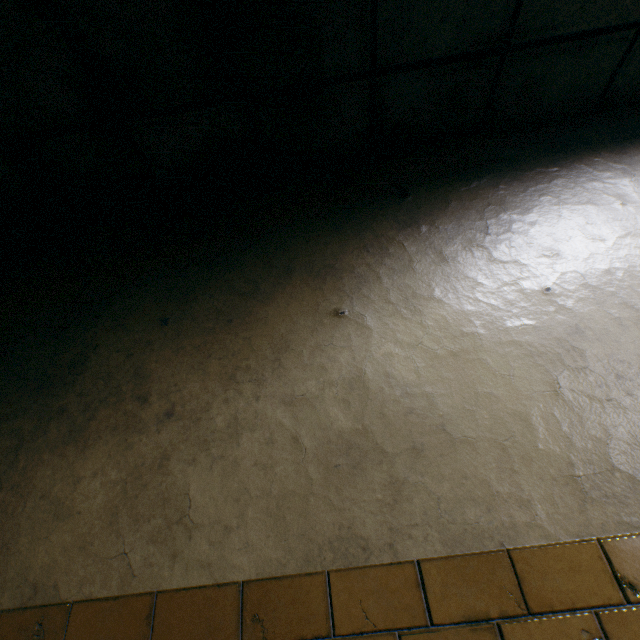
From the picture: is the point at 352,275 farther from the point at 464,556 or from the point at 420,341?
the point at 464,556
